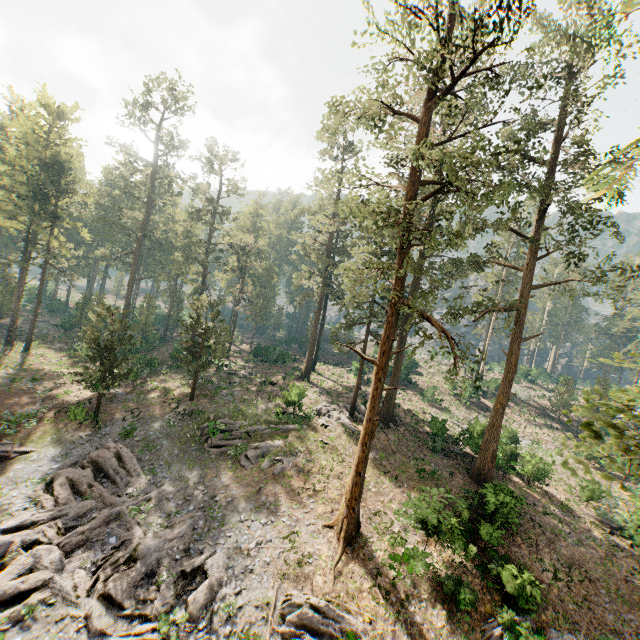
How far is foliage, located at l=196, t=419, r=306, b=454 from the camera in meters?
24.1 m

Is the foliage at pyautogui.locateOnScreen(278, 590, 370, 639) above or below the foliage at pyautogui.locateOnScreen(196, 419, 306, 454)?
below

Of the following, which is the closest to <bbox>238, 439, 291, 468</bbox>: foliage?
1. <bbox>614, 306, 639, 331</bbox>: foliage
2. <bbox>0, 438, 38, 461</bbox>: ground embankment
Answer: <bbox>0, 438, 38, 461</bbox>: ground embankment

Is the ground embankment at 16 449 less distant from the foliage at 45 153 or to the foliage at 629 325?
the foliage at 45 153

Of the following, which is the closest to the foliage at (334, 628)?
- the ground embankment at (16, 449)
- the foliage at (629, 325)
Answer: the ground embankment at (16, 449)

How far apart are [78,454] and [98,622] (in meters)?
12.86

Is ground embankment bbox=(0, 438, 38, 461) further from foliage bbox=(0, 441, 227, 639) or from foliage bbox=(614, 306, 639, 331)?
foliage bbox=(614, 306, 639, 331)
